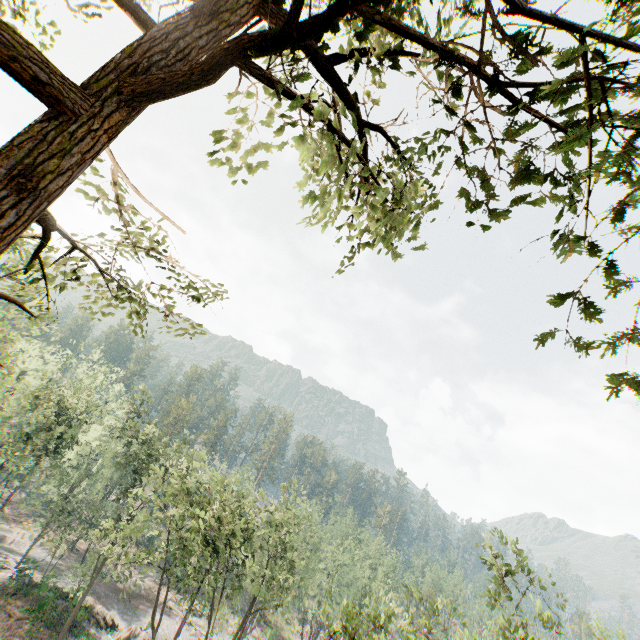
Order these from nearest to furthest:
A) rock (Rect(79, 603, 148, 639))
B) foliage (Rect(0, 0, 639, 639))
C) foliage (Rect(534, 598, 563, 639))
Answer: foliage (Rect(0, 0, 639, 639)) → foliage (Rect(534, 598, 563, 639)) → rock (Rect(79, 603, 148, 639))

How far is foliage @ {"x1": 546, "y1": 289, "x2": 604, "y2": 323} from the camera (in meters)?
1.76

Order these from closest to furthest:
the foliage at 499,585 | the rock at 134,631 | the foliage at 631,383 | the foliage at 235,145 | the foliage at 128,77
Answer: the foliage at 631,383, the foliage at 128,77, the foliage at 235,145, the foliage at 499,585, the rock at 134,631

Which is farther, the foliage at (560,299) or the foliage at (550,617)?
the foliage at (550,617)

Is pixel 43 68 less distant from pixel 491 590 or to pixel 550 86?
pixel 550 86

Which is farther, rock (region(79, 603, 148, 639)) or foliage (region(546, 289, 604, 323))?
rock (region(79, 603, 148, 639))
